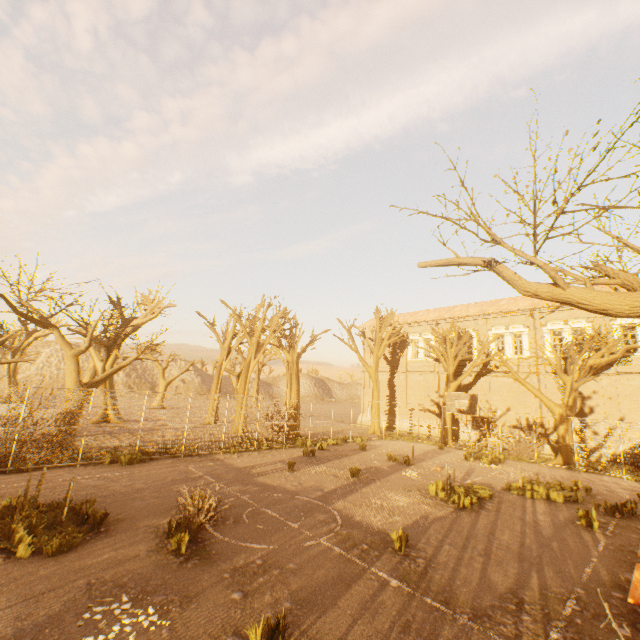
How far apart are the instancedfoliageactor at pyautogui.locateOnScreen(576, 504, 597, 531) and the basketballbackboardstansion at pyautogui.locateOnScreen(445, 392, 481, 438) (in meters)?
7.21

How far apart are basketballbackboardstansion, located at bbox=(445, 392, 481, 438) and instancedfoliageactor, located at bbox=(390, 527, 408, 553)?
11.5 meters

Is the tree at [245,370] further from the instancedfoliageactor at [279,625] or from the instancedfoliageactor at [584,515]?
the instancedfoliageactor at [584,515]

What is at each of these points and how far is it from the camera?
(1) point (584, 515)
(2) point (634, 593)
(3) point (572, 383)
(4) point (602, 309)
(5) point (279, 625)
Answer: (1) instancedfoliageactor, 10.1m
(2) bench, 5.6m
(3) tree, 19.6m
(4) tree, 3.8m
(5) instancedfoliageactor, 4.7m

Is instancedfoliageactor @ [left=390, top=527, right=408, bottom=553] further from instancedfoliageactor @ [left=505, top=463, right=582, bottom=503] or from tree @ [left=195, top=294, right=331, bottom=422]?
instancedfoliageactor @ [left=505, top=463, right=582, bottom=503]

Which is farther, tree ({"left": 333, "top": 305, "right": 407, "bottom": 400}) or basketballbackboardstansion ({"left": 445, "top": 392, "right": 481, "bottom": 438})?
tree ({"left": 333, "top": 305, "right": 407, "bottom": 400})

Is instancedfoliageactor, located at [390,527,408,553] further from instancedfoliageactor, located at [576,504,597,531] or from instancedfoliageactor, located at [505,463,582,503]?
instancedfoliageactor, located at [505,463,582,503]

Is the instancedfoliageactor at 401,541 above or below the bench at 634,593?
Result: below
